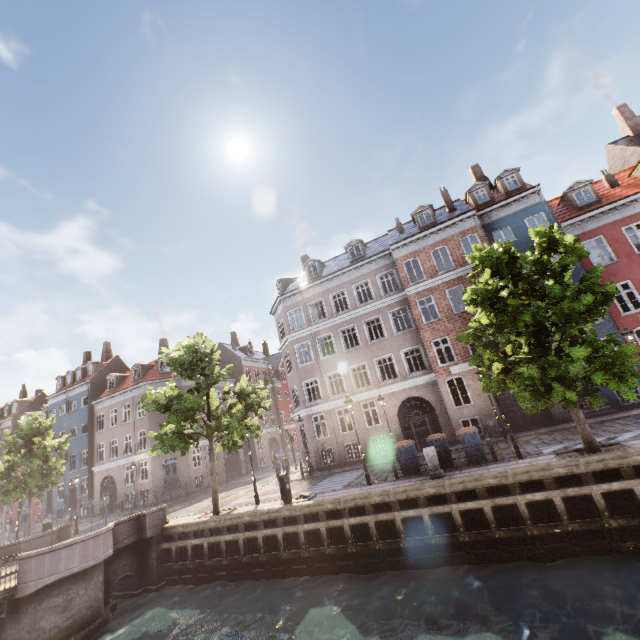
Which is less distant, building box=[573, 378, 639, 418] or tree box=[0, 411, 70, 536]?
building box=[573, 378, 639, 418]

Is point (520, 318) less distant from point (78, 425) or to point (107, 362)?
point (78, 425)

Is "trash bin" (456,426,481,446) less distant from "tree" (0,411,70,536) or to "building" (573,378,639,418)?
"tree" (0,411,70,536)

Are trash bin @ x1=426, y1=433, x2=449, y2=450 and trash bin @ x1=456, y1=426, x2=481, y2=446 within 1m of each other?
yes

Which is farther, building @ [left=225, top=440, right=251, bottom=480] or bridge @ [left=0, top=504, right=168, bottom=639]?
building @ [left=225, top=440, right=251, bottom=480]

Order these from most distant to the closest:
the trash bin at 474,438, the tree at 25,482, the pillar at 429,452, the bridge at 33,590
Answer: the tree at 25,482
the trash bin at 474,438
the pillar at 429,452
the bridge at 33,590

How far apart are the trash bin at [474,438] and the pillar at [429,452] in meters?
1.5
